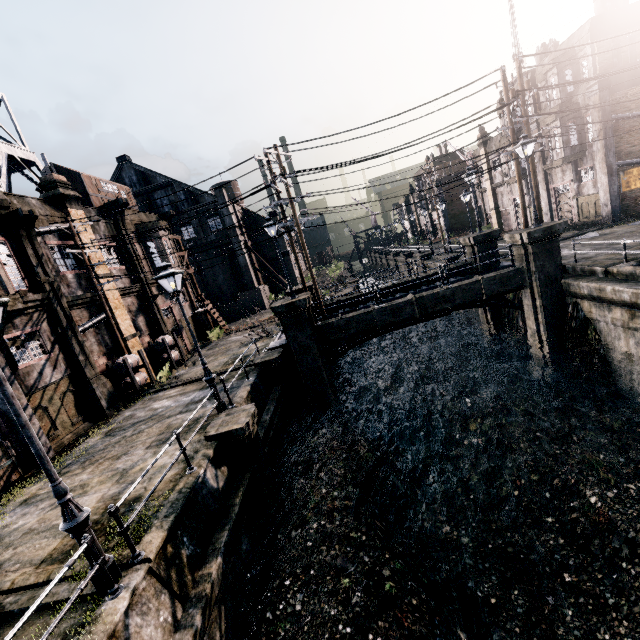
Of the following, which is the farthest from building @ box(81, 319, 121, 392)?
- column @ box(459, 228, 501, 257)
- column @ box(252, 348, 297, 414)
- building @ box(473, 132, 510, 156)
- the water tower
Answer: building @ box(473, 132, 510, 156)

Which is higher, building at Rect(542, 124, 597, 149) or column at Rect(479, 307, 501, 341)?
building at Rect(542, 124, 597, 149)

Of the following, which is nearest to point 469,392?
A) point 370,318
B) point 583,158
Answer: point 370,318

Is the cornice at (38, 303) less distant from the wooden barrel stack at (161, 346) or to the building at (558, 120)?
the wooden barrel stack at (161, 346)

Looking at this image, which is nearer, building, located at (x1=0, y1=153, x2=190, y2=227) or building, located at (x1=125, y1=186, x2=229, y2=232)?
building, located at (x1=0, y1=153, x2=190, y2=227)

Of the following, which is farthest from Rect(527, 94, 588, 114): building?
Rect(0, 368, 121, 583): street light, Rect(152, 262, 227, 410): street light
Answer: Rect(0, 368, 121, 583): street light

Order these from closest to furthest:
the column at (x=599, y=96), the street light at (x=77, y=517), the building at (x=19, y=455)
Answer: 1. the street light at (x=77, y=517)
2. the building at (x=19, y=455)
3. the column at (x=599, y=96)

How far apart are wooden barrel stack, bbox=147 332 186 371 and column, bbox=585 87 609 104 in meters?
33.6
